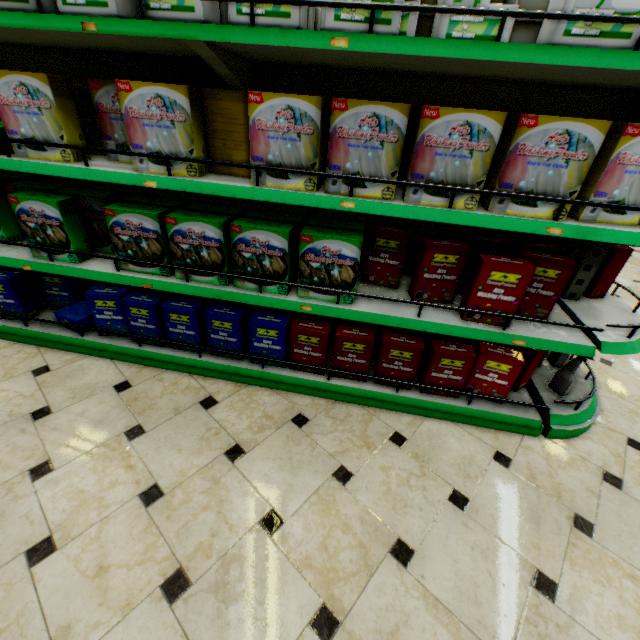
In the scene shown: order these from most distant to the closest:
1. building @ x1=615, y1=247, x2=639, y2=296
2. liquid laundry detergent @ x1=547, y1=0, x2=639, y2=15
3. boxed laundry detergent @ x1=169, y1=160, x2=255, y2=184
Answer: building @ x1=615, y1=247, x2=639, y2=296
boxed laundry detergent @ x1=169, y1=160, x2=255, y2=184
liquid laundry detergent @ x1=547, y1=0, x2=639, y2=15

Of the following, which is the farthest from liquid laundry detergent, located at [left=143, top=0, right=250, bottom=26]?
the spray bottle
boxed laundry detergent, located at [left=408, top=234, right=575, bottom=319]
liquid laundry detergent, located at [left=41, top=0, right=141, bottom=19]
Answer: the spray bottle

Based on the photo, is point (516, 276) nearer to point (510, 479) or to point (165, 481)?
point (510, 479)

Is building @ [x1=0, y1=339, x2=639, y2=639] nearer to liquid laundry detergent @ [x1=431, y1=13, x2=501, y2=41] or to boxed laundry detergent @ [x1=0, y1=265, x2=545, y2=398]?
boxed laundry detergent @ [x1=0, y1=265, x2=545, y2=398]

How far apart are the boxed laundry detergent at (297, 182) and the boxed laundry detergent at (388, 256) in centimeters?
22cm

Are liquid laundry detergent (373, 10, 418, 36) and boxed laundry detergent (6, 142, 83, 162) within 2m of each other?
yes

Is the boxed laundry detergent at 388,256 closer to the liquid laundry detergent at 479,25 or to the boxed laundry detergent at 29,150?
the boxed laundry detergent at 29,150

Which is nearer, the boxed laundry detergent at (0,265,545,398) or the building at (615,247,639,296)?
the boxed laundry detergent at (0,265,545,398)
